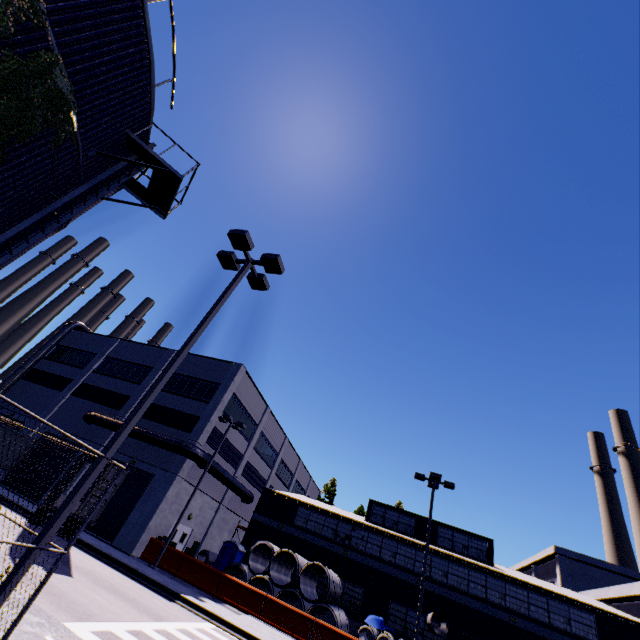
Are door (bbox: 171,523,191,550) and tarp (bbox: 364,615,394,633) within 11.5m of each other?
no

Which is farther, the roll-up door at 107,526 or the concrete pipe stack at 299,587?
the roll-up door at 107,526

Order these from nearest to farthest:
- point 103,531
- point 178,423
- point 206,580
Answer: point 206,580 → point 103,531 → point 178,423

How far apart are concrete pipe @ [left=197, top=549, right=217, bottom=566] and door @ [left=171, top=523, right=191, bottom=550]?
0.7 meters

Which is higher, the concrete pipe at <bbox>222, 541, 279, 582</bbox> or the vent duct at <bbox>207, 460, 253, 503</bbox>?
the vent duct at <bbox>207, 460, 253, 503</bbox>

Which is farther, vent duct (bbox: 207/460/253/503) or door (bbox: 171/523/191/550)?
vent duct (bbox: 207/460/253/503)

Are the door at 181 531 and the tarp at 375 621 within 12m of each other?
no

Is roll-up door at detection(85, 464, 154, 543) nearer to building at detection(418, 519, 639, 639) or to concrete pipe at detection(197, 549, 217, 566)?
building at detection(418, 519, 639, 639)
